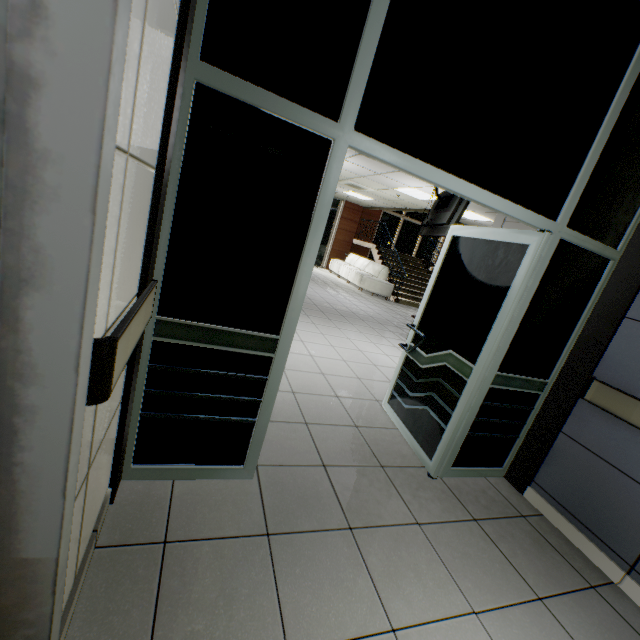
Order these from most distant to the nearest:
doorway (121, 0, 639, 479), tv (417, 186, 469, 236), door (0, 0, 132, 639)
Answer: tv (417, 186, 469, 236)
doorway (121, 0, 639, 479)
door (0, 0, 132, 639)

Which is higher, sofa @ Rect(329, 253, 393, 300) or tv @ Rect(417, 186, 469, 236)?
tv @ Rect(417, 186, 469, 236)

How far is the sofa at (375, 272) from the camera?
11.23m

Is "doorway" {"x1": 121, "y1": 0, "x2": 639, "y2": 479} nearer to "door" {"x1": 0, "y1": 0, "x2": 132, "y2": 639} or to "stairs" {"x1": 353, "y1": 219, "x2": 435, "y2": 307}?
"door" {"x1": 0, "y1": 0, "x2": 132, "y2": 639}

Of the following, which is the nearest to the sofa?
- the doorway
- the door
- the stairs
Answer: the stairs

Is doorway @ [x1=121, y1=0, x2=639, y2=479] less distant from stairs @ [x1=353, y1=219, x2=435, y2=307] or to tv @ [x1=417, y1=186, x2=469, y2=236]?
tv @ [x1=417, y1=186, x2=469, y2=236]

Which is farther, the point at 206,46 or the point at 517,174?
the point at 517,174

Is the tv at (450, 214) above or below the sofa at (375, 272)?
above
